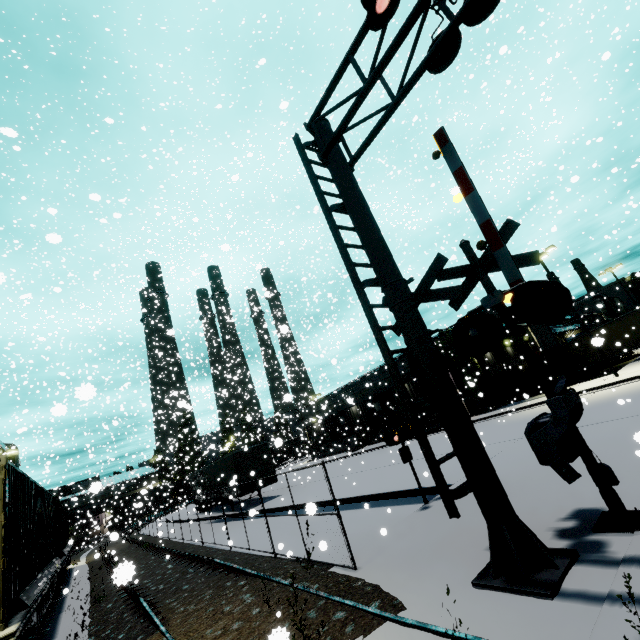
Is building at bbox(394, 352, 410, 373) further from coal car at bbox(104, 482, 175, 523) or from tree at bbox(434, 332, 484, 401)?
coal car at bbox(104, 482, 175, 523)

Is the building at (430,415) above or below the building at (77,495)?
below

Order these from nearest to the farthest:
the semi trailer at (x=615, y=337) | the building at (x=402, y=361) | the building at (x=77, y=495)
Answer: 1. the building at (x=77, y=495)
2. the semi trailer at (x=615, y=337)
3. the building at (x=402, y=361)

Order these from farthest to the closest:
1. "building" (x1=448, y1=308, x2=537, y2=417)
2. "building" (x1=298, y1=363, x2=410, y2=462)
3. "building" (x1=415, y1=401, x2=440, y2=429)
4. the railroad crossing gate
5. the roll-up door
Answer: "building" (x1=298, y1=363, x2=410, y2=462) → "building" (x1=415, y1=401, x2=440, y2=429) → the roll-up door → "building" (x1=448, y1=308, x2=537, y2=417) → the railroad crossing gate

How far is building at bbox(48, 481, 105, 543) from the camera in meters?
22.2 m

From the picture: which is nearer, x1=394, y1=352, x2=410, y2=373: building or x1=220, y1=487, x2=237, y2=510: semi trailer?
x1=220, y1=487, x2=237, y2=510: semi trailer

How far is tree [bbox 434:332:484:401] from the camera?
28.4 meters

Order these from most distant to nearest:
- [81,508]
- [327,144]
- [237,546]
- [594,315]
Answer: [81,508], [594,315], [237,546], [327,144]
